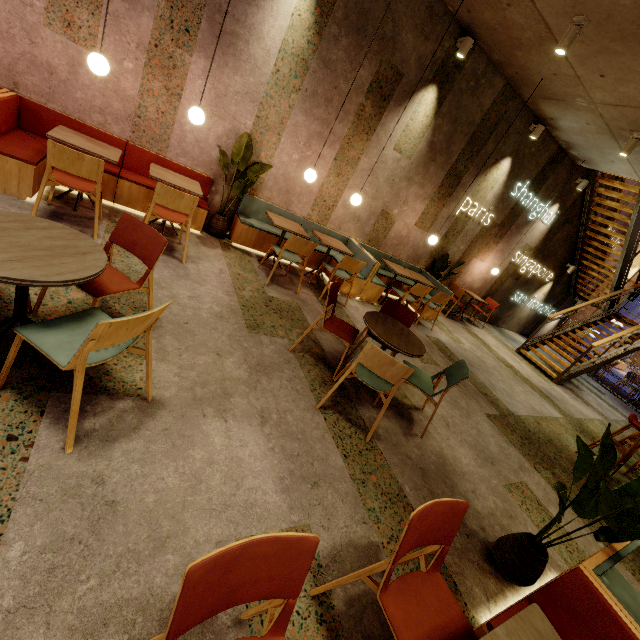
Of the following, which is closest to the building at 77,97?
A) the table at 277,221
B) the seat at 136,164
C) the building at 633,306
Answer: the seat at 136,164

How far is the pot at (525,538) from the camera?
2.3 meters

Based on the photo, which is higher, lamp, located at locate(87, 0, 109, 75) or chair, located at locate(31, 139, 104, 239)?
lamp, located at locate(87, 0, 109, 75)

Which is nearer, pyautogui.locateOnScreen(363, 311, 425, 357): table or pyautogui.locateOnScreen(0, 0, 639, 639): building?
pyautogui.locateOnScreen(0, 0, 639, 639): building

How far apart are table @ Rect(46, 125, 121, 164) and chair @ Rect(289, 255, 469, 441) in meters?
2.9 m

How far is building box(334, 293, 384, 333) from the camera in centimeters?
517cm

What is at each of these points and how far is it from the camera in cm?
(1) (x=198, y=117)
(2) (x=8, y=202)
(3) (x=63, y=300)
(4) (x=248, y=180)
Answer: (1) lamp, 388
(2) building, 337
(3) building, 262
(4) tree, 520

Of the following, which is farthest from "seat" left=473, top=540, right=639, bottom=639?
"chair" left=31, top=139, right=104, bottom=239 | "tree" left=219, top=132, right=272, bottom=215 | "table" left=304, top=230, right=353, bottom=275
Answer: "tree" left=219, top=132, right=272, bottom=215
